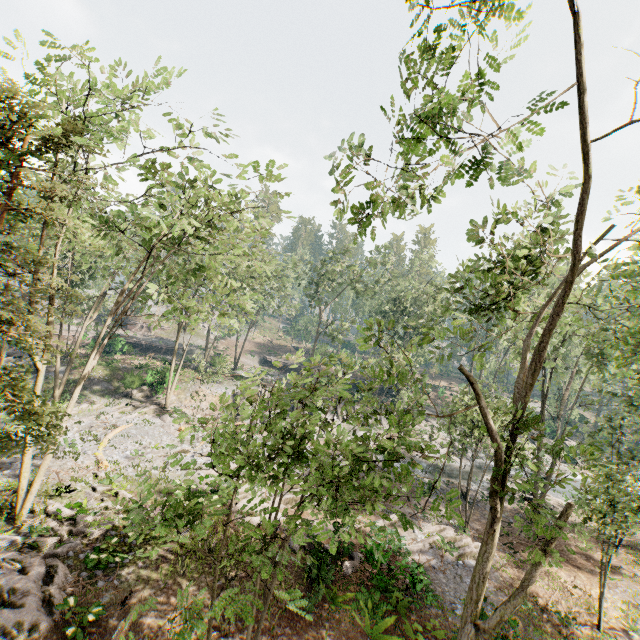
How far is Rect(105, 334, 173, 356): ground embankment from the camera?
42.5m

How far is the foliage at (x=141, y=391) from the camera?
31.9 meters

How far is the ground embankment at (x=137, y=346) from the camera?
42.5m

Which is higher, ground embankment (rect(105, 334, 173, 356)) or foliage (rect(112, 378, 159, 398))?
ground embankment (rect(105, 334, 173, 356))

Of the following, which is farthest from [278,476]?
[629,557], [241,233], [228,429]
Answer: [629,557]

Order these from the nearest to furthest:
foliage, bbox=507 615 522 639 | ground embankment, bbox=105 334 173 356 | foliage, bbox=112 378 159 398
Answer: foliage, bbox=507 615 522 639 < foliage, bbox=112 378 159 398 < ground embankment, bbox=105 334 173 356

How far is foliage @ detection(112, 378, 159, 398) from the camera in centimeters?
3192cm

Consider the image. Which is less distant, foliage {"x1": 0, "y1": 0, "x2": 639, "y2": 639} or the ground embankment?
foliage {"x1": 0, "y1": 0, "x2": 639, "y2": 639}
